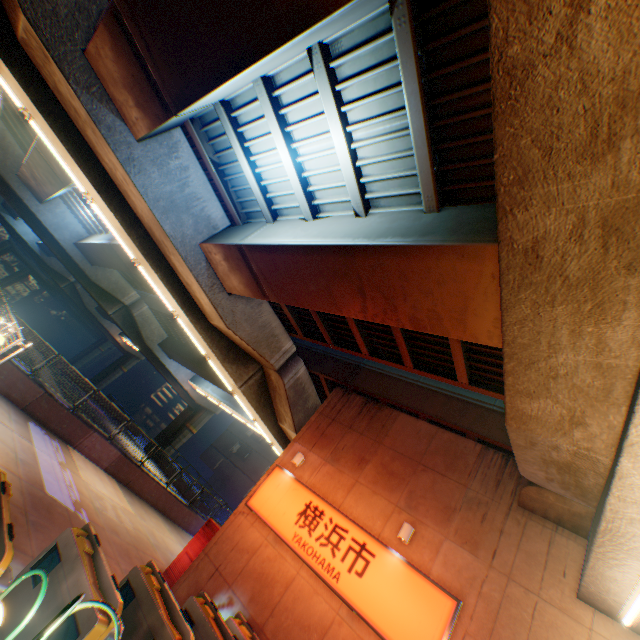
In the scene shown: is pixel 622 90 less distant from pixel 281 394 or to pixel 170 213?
pixel 170 213

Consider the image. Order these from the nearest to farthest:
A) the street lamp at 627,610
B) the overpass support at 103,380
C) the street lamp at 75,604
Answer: the street lamp at 75,604 → the overpass support at 103,380 → the street lamp at 627,610

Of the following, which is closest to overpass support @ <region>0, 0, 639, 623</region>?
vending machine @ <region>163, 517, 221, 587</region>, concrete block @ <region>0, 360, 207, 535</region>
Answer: concrete block @ <region>0, 360, 207, 535</region>

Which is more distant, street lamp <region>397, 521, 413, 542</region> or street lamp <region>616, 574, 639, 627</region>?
street lamp <region>397, 521, 413, 542</region>

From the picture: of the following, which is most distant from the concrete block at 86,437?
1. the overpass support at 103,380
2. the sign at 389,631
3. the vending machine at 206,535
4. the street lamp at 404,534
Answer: the street lamp at 404,534

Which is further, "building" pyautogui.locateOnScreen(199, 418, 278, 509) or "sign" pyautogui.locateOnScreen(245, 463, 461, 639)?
"building" pyautogui.locateOnScreen(199, 418, 278, 509)

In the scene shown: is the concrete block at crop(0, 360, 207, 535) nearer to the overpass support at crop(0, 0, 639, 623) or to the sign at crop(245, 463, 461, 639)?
the overpass support at crop(0, 0, 639, 623)

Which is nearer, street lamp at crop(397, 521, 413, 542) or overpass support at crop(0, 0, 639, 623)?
overpass support at crop(0, 0, 639, 623)
